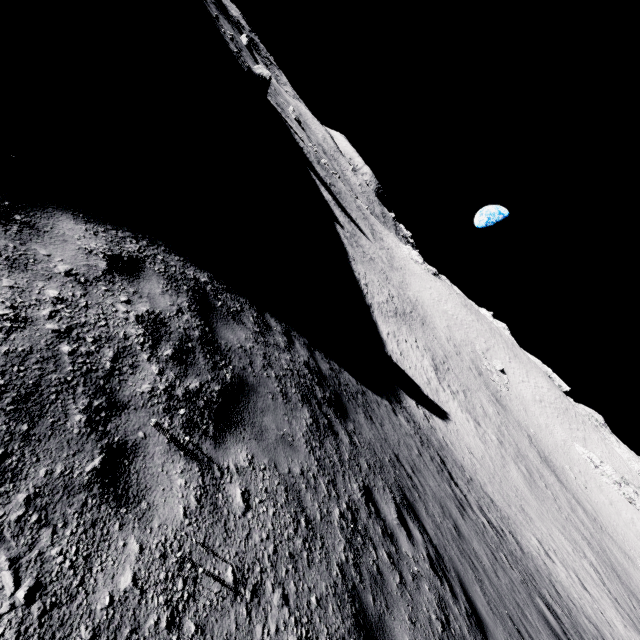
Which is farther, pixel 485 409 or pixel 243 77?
pixel 243 77
